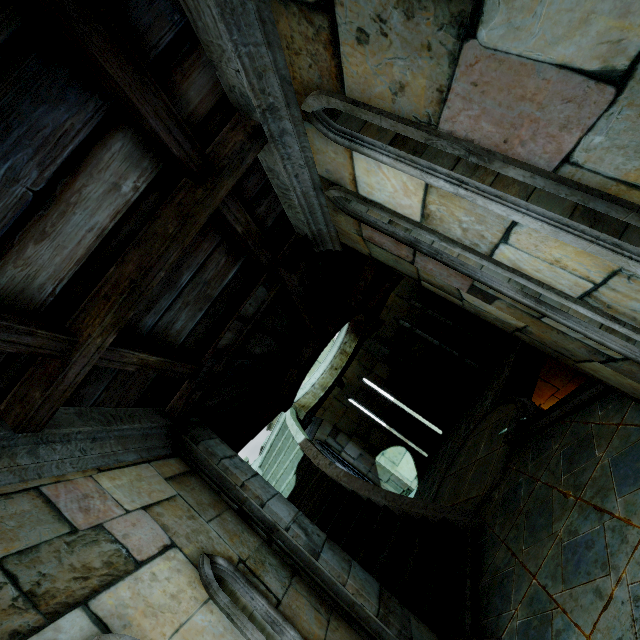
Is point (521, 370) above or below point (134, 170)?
below
